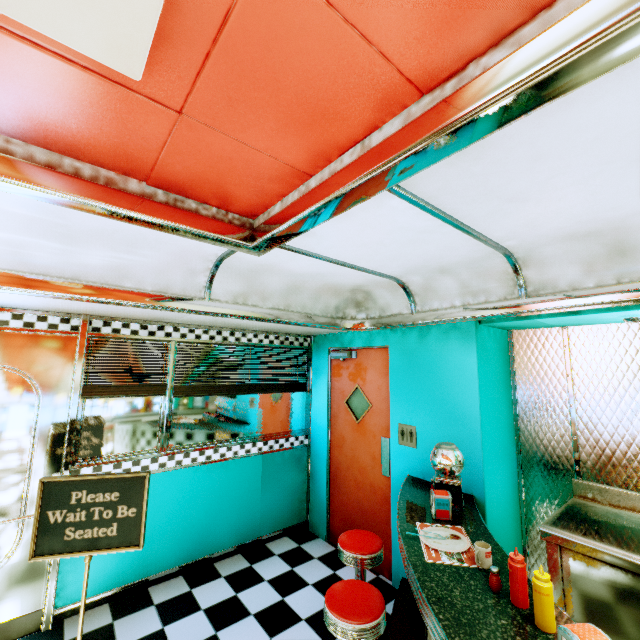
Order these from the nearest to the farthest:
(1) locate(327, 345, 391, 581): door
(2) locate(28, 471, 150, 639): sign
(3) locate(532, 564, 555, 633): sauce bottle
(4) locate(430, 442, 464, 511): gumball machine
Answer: (3) locate(532, 564, 555, 633): sauce bottle, (2) locate(28, 471, 150, 639): sign, (4) locate(430, 442, 464, 511): gumball machine, (1) locate(327, 345, 391, 581): door

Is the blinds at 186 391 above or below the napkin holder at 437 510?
above

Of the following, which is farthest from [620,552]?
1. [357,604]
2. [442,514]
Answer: [357,604]

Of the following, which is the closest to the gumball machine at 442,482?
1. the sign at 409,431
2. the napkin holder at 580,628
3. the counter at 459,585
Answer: the counter at 459,585

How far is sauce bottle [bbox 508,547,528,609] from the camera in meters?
1.5

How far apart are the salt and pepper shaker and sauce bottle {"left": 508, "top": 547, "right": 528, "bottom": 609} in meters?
0.1

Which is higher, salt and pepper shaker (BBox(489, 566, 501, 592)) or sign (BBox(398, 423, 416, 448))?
sign (BBox(398, 423, 416, 448))

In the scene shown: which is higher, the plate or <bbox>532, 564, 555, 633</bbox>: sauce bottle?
<bbox>532, 564, 555, 633</bbox>: sauce bottle
